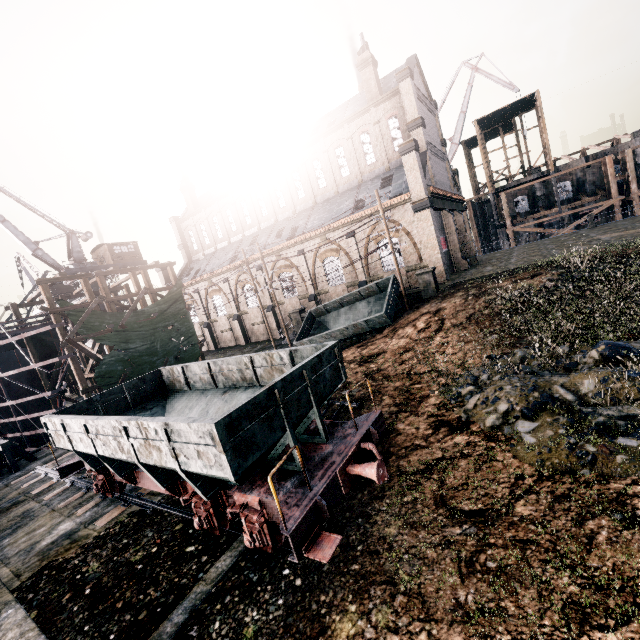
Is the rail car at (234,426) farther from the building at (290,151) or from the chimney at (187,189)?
the chimney at (187,189)

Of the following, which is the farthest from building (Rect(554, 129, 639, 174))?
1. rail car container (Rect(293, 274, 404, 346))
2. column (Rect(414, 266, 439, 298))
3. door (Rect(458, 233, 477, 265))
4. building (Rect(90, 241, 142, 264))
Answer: rail car container (Rect(293, 274, 404, 346))

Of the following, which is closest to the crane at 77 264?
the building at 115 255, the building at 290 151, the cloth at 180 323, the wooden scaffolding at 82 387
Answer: the building at 115 255

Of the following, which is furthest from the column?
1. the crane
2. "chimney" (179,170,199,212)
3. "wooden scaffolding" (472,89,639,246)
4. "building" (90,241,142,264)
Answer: the crane

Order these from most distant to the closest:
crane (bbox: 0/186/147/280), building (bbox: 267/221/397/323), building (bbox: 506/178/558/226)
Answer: building (bbox: 506/178/558/226) → crane (bbox: 0/186/147/280) → building (bbox: 267/221/397/323)

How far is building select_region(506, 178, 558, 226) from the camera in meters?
51.3 m

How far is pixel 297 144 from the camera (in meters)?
37.78

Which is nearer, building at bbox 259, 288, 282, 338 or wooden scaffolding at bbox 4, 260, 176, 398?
wooden scaffolding at bbox 4, 260, 176, 398
